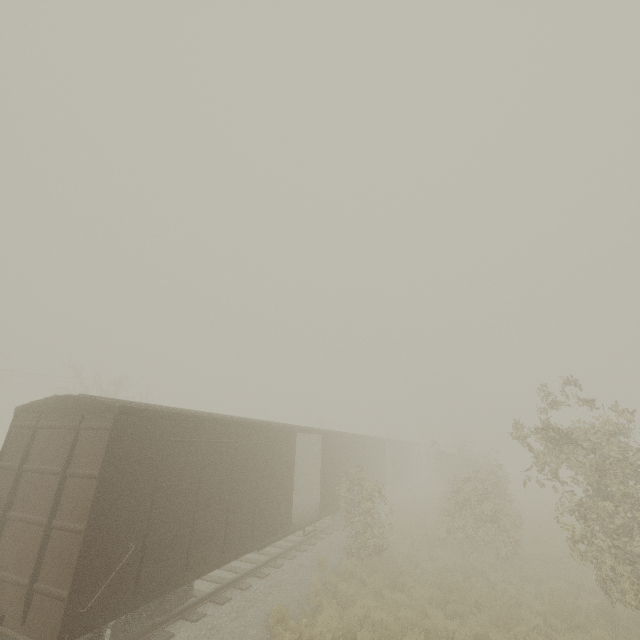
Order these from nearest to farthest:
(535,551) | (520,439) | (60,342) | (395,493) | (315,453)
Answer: (520,439), (535,551), (315,453), (60,342), (395,493)
